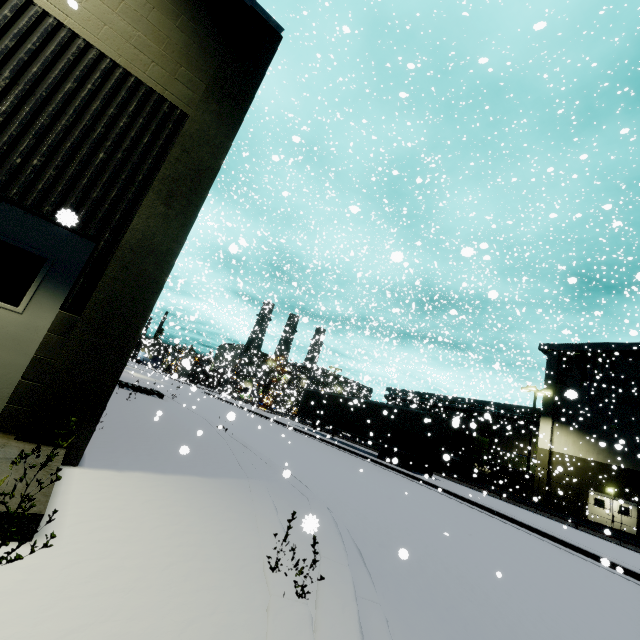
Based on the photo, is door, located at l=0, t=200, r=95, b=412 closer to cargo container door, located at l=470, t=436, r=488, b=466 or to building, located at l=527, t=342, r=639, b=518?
building, located at l=527, t=342, r=639, b=518

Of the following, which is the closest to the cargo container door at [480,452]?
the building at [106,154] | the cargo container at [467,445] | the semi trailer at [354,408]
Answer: the cargo container at [467,445]

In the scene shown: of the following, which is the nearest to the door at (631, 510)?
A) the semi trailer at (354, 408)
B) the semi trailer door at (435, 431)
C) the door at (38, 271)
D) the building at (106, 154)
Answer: the building at (106, 154)

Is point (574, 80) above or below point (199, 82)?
above

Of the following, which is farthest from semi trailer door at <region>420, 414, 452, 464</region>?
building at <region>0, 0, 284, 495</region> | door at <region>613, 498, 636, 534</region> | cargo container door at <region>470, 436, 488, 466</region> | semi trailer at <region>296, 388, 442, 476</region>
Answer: door at <region>613, 498, 636, 534</region>

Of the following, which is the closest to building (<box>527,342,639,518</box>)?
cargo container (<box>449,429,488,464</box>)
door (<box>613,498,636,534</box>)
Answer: door (<box>613,498,636,534</box>)

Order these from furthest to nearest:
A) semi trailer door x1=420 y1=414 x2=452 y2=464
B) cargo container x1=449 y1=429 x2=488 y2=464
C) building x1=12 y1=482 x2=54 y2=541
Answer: cargo container x1=449 y1=429 x2=488 y2=464 < semi trailer door x1=420 y1=414 x2=452 y2=464 < building x1=12 y1=482 x2=54 y2=541

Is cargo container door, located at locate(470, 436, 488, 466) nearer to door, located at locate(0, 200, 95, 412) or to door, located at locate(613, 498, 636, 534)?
door, located at locate(613, 498, 636, 534)
